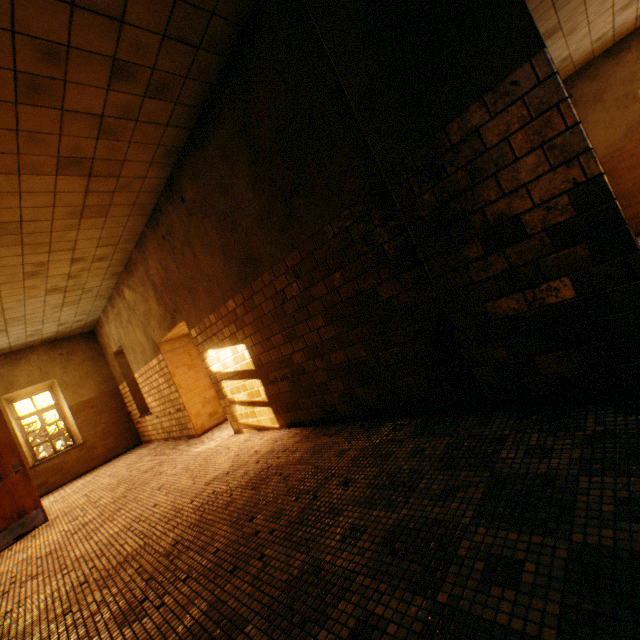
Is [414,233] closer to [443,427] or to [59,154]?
[443,427]
